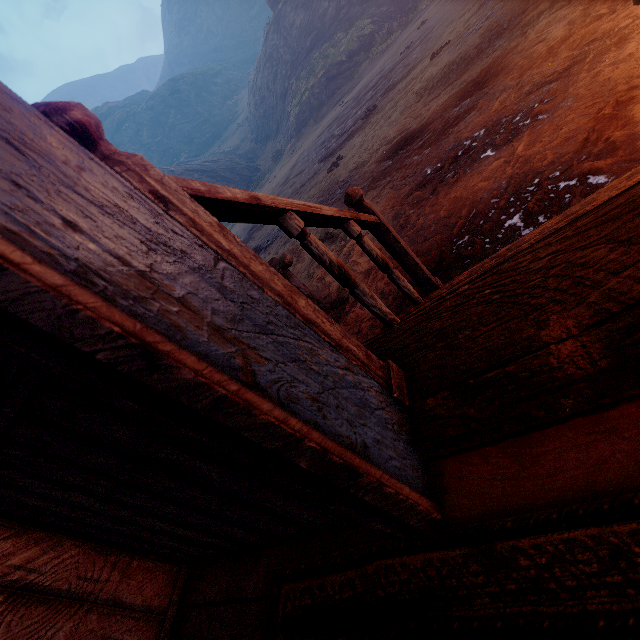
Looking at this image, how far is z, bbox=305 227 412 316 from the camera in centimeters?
300cm

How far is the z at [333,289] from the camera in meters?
3.2

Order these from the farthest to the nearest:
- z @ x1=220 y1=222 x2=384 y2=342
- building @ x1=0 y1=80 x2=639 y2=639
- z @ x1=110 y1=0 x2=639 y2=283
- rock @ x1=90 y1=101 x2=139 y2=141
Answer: rock @ x1=90 y1=101 x2=139 y2=141 → z @ x1=220 y1=222 x2=384 y2=342 → z @ x1=110 y1=0 x2=639 y2=283 → building @ x1=0 y1=80 x2=639 y2=639

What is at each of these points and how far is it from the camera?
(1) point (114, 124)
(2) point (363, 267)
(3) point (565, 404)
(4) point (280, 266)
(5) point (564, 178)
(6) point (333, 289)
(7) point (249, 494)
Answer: (1) rock, 55.28m
(2) z, 3.92m
(3) z, 1.54m
(4) horse pole, 3.42m
(5) z, 2.43m
(6) z, 4.12m
(7) building, 0.77m

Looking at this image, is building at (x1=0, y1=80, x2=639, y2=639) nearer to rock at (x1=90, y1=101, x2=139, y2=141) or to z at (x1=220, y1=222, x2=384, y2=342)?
z at (x1=220, y1=222, x2=384, y2=342)

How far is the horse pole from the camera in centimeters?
341cm

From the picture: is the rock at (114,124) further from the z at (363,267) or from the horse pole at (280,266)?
the horse pole at (280,266)

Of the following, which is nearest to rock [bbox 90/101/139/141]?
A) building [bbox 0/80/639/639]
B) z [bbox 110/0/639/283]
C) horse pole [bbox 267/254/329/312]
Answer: z [bbox 110/0/639/283]
